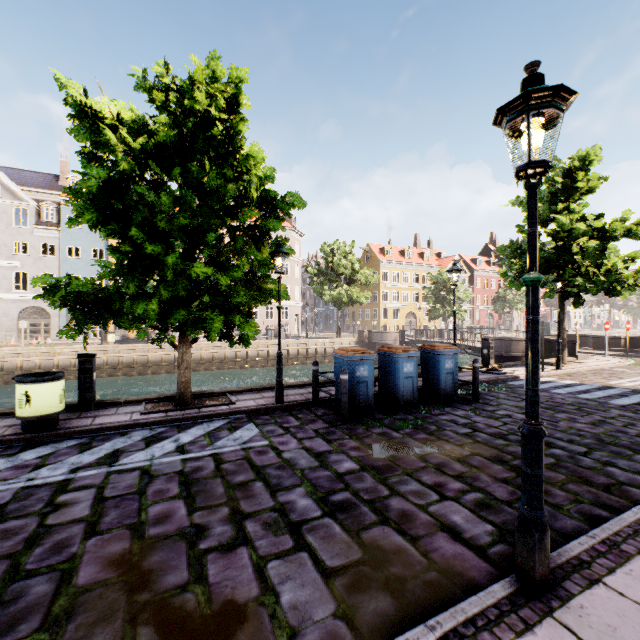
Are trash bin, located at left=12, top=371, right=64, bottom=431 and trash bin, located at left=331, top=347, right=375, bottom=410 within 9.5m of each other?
yes

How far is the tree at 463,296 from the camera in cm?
3905

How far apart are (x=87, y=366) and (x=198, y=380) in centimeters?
1708cm

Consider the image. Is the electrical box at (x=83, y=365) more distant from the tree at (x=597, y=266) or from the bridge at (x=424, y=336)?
the bridge at (x=424, y=336)

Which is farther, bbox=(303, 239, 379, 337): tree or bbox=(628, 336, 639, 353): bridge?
bbox=(303, 239, 379, 337): tree

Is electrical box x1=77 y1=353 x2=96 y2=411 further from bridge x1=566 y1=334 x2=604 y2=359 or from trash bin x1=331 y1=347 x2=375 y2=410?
bridge x1=566 y1=334 x2=604 y2=359

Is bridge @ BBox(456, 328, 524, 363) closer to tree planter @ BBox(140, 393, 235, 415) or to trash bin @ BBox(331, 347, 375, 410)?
trash bin @ BBox(331, 347, 375, 410)

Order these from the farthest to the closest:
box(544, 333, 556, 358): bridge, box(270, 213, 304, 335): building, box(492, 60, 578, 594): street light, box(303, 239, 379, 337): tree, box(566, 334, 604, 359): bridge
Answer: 1. box(270, 213, 304, 335): building
2. box(303, 239, 379, 337): tree
3. box(544, 333, 556, 358): bridge
4. box(566, 334, 604, 359): bridge
5. box(492, 60, 578, 594): street light
